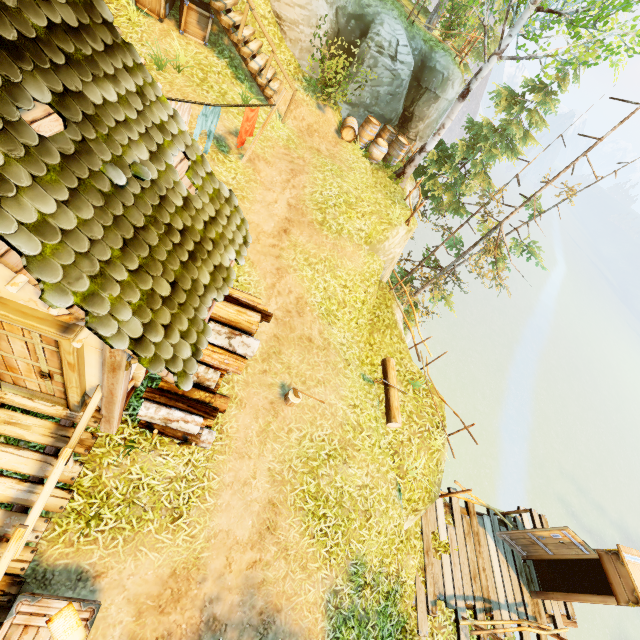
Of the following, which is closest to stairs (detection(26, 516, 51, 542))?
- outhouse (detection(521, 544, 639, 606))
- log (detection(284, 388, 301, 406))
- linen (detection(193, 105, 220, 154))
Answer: log (detection(284, 388, 301, 406))

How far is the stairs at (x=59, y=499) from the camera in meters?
4.4

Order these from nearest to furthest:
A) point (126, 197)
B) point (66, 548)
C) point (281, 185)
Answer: point (126, 197) → point (66, 548) → point (281, 185)

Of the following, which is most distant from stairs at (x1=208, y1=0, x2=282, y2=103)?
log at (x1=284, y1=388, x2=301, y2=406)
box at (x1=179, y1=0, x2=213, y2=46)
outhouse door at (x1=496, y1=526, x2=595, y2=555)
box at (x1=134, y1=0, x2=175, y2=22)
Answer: outhouse door at (x1=496, y1=526, x2=595, y2=555)

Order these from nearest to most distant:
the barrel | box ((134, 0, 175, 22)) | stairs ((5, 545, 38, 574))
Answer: stairs ((5, 545, 38, 574))
box ((134, 0, 175, 22))
the barrel

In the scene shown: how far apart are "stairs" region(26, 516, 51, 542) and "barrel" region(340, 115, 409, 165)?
14.1 meters

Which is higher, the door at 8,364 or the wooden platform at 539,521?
the door at 8,364

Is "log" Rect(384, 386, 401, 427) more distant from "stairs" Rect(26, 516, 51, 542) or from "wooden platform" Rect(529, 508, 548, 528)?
"stairs" Rect(26, 516, 51, 542)
